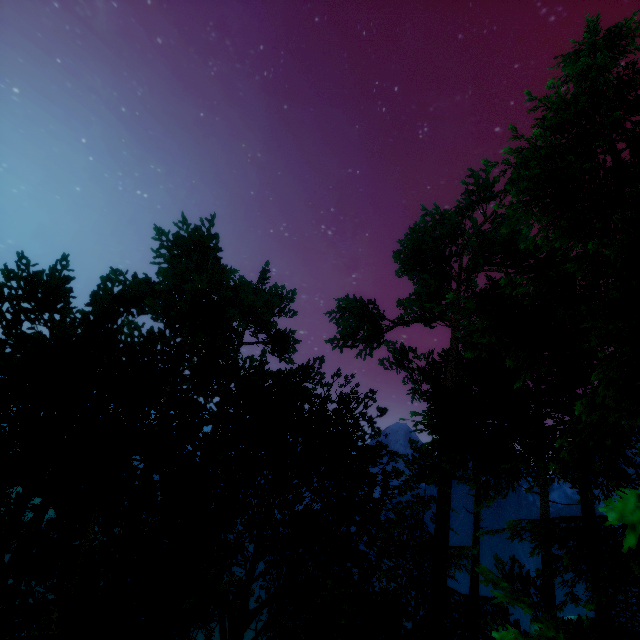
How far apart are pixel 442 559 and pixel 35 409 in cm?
1255
